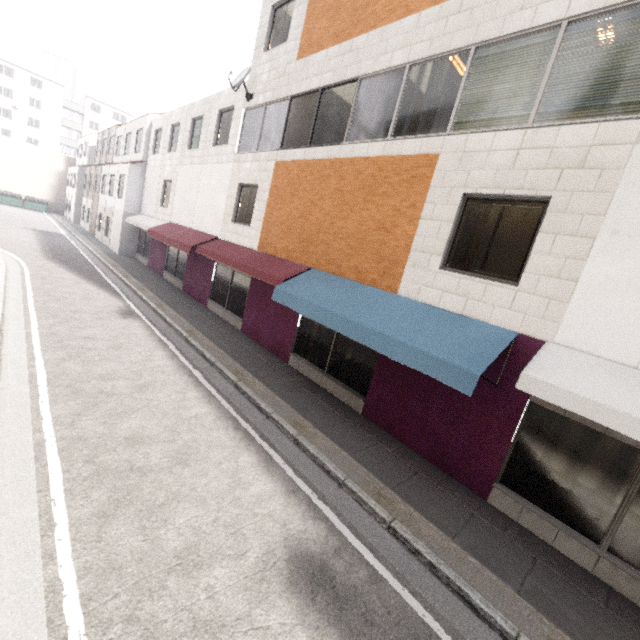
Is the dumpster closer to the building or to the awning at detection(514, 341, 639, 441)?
the building

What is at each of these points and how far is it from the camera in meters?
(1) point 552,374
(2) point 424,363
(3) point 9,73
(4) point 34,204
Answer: (1) awning, 4.5 m
(2) awning, 5.4 m
(3) building, 49.8 m
(4) dumpster, 37.3 m

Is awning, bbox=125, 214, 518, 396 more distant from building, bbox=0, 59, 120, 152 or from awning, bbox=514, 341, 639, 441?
building, bbox=0, 59, 120, 152

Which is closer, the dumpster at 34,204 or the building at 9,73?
the dumpster at 34,204

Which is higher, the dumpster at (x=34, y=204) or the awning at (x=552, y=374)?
the awning at (x=552, y=374)

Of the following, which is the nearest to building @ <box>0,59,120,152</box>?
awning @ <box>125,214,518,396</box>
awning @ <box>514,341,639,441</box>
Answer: awning @ <box>125,214,518,396</box>

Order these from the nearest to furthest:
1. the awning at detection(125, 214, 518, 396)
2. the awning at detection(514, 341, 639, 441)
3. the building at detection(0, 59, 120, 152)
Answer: the awning at detection(514, 341, 639, 441) < the awning at detection(125, 214, 518, 396) < the building at detection(0, 59, 120, 152)

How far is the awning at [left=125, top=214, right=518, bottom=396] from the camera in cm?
518
